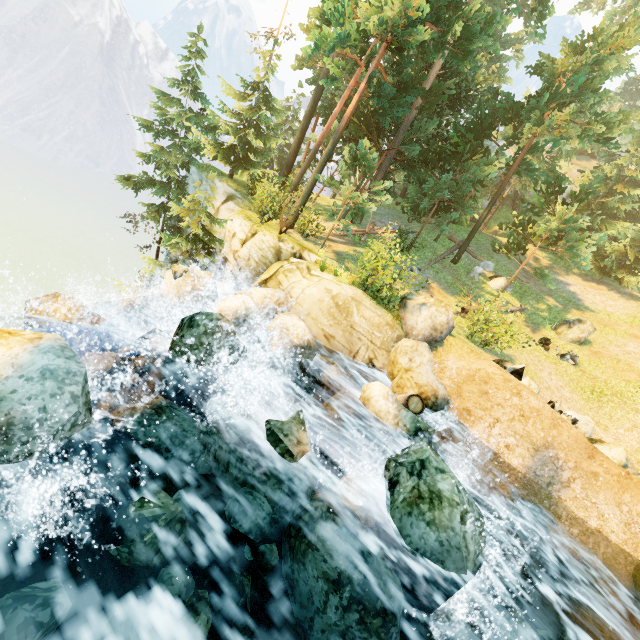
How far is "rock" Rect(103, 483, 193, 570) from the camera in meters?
4.0 m

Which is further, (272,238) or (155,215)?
(155,215)

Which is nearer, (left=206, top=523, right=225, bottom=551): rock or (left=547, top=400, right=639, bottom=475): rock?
(left=206, top=523, right=225, bottom=551): rock

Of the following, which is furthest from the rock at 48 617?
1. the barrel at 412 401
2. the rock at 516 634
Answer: the barrel at 412 401

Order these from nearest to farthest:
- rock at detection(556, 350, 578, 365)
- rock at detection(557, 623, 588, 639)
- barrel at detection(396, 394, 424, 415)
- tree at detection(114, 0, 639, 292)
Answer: rock at detection(557, 623, 588, 639) → barrel at detection(396, 394, 424, 415) → tree at detection(114, 0, 639, 292) → rock at detection(556, 350, 578, 365)

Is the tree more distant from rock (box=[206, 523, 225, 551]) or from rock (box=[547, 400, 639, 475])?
Answer: rock (box=[547, 400, 639, 475])

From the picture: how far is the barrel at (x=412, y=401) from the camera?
9.5m
